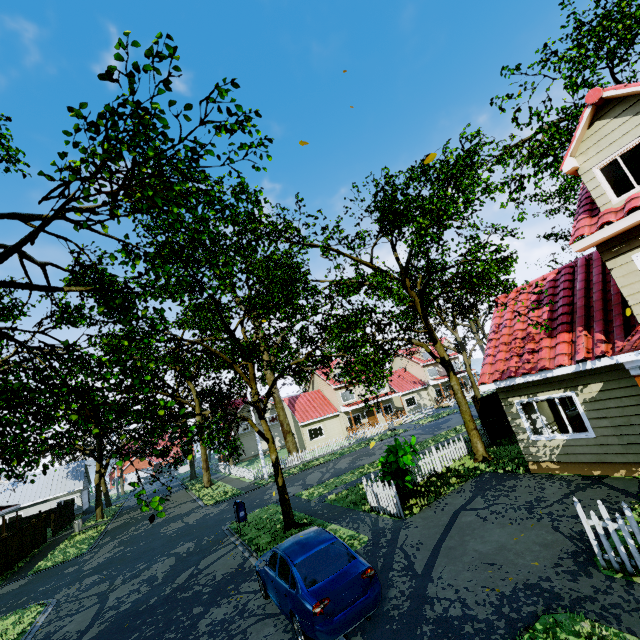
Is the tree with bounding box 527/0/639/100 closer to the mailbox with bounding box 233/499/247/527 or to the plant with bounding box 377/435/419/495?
the plant with bounding box 377/435/419/495

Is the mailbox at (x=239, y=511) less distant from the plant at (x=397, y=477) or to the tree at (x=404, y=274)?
the tree at (x=404, y=274)

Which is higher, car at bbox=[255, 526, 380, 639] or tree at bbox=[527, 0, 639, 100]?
tree at bbox=[527, 0, 639, 100]

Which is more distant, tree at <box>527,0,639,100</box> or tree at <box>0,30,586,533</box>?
tree at <box>527,0,639,100</box>

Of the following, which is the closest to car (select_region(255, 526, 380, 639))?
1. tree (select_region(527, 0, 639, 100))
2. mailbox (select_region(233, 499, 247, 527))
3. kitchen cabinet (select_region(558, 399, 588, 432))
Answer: tree (select_region(527, 0, 639, 100))

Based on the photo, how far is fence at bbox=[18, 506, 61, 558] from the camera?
23.50m

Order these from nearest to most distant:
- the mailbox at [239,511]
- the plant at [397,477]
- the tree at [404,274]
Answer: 1. the tree at [404,274]
2. the plant at [397,477]
3. the mailbox at [239,511]

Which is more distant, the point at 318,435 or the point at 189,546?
the point at 318,435
